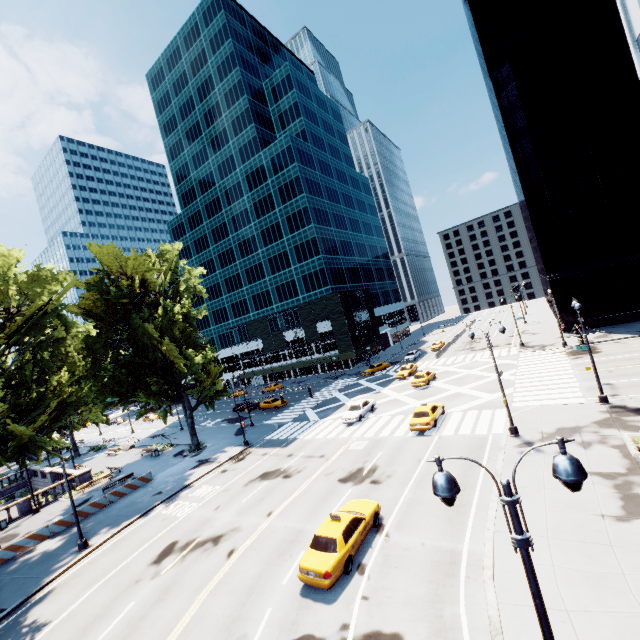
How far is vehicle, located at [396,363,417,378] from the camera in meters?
45.1 m

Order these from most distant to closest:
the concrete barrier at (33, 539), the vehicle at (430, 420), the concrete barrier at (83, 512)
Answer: the concrete barrier at (83, 512)
the vehicle at (430, 420)
the concrete barrier at (33, 539)

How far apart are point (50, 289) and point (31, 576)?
19.6m

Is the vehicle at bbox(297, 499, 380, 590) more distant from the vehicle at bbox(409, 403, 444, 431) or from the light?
the vehicle at bbox(409, 403, 444, 431)

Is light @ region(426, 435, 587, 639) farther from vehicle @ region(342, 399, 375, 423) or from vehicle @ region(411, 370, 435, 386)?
vehicle @ region(411, 370, 435, 386)

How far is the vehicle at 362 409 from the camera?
31.8 meters

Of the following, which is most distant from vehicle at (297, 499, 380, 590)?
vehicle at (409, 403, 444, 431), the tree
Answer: the tree

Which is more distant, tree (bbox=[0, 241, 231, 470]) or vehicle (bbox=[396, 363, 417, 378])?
vehicle (bbox=[396, 363, 417, 378])
